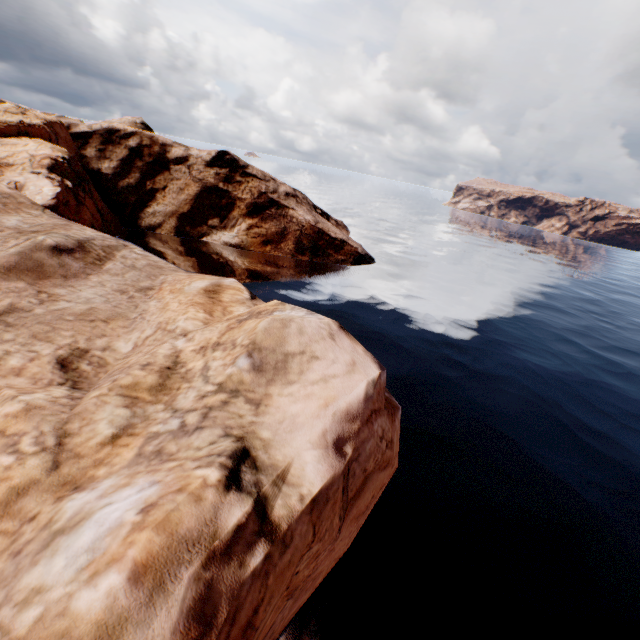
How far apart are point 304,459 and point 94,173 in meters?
43.1
